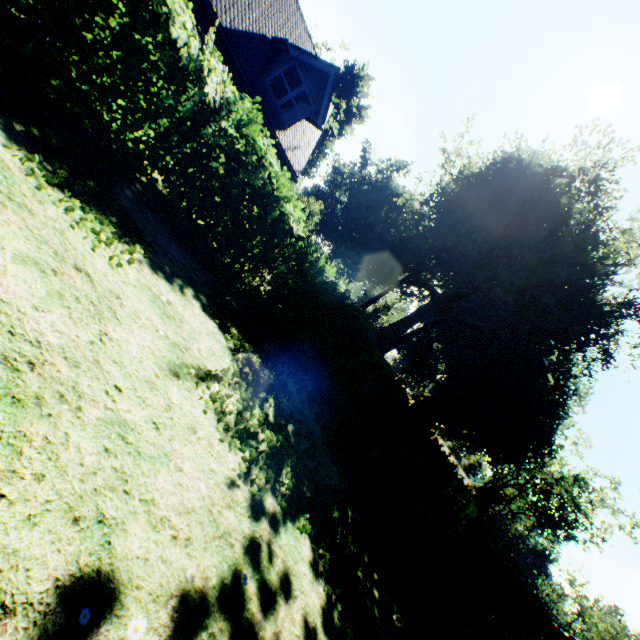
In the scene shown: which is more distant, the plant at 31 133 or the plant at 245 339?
the plant at 245 339

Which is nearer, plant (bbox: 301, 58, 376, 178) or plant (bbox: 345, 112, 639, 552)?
plant (bbox: 345, 112, 639, 552)

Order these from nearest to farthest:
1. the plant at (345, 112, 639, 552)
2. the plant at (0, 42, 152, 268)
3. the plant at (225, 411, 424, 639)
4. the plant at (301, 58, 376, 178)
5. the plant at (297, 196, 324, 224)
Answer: the plant at (0, 42, 152, 268) < the plant at (225, 411, 424, 639) < the plant at (345, 112, 639, 552) < the plant at (297, 196, 324, 224) < the plant at (301, 58, 376, 178)

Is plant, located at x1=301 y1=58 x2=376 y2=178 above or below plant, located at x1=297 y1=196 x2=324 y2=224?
above

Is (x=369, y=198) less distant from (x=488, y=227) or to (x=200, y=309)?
(x=488, y=227)

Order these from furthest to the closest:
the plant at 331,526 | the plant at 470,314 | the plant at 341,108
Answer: the plant at 341,108 < the plant at 470,314 < the plant at 331,526
